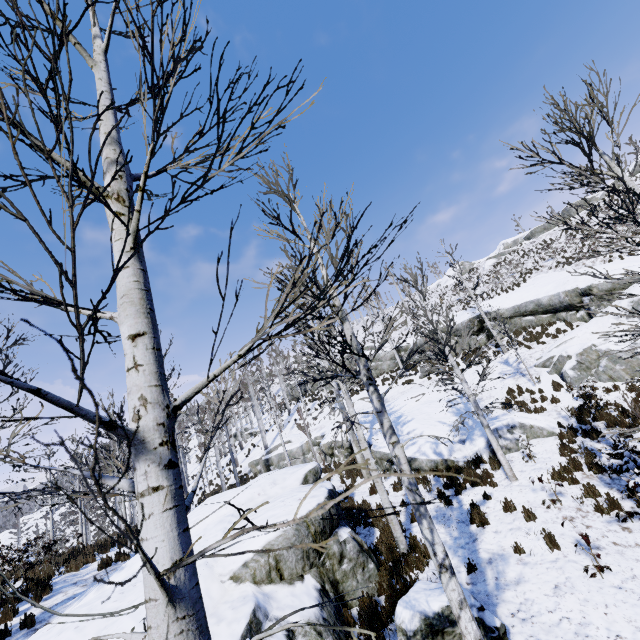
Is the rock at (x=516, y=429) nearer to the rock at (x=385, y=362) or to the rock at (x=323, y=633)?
the rock at (x=323, y=633)

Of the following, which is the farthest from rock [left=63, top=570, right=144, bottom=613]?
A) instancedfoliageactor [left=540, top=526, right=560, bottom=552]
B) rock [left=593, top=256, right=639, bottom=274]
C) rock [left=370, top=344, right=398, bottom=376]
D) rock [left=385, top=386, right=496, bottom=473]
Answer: rock [left=370, top=344, right=398, bottom=376]

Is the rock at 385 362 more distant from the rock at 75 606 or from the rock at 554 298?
the rock at 75 606

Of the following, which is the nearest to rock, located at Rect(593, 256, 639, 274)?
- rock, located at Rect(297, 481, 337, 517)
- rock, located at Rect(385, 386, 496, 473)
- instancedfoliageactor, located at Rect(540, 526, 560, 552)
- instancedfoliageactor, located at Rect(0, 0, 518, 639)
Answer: rock, located at Rect(385, 386, 496, 473)

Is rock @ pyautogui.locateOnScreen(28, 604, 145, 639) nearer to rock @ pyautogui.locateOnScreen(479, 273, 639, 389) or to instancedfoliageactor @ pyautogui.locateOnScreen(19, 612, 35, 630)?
instancedfoliageactor @ pyautogui.locateOnScreen(19, 612, 35, 630)

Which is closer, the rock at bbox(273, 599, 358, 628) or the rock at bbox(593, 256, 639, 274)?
the rock at bbox(273, 599, 358, 628)

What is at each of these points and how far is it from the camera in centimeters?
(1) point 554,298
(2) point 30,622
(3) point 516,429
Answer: (1) rock, 1947cm
(2) instancedfoliageactor, 806cm
(3) rock, 1270cm

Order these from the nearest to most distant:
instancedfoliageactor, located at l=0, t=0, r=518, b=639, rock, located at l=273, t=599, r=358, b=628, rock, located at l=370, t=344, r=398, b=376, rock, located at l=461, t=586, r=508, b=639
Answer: instancedfoliageactor, located at l=0, t=0, r=518, b=639, rock, located at l=461, t=586, r=508, b=639, rock, located at l=273, t=599, r=358, b=628, rock, located at l=370, t=344, r=398, b=376
